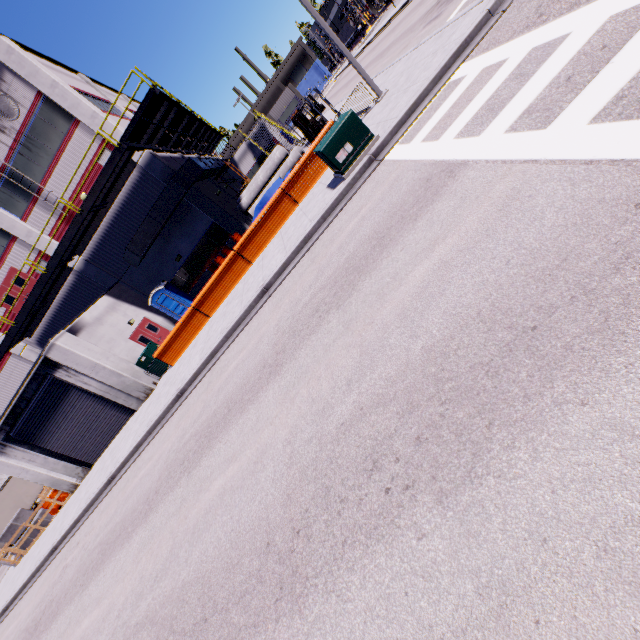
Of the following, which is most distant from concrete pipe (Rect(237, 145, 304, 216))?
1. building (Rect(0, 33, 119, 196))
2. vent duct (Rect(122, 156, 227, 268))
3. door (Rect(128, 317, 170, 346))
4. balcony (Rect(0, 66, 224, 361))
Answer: door (Rect(128, 317, 170, 346))

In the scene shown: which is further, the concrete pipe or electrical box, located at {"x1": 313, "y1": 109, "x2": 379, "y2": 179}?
the concrete pipe

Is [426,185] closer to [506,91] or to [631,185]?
[506,91]

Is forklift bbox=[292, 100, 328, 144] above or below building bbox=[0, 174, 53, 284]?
Result: below

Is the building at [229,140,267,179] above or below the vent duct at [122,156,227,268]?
below

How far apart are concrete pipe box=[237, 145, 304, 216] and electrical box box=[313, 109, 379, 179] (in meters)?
13.69

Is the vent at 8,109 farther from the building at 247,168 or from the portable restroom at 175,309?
the portable restroom at 175,309

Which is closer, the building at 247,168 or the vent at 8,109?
the vent at 8,109
